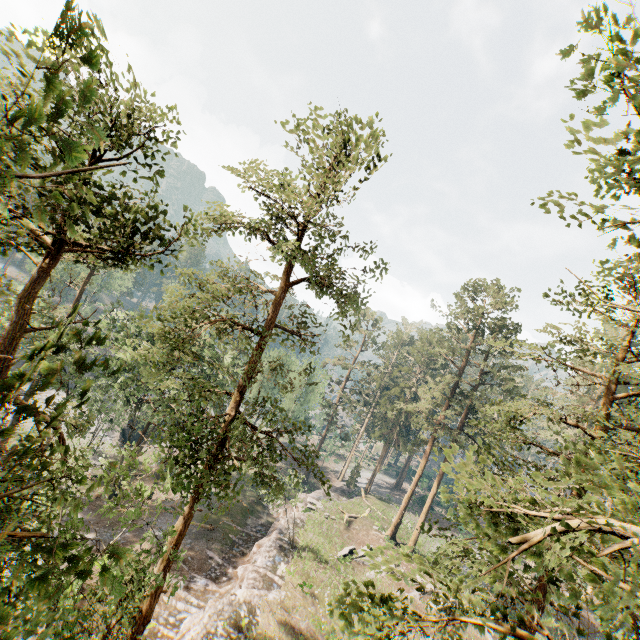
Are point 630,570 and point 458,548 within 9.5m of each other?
yes

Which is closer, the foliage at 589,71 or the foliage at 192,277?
the foliage at 589,71

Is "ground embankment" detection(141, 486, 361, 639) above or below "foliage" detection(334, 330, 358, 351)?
below

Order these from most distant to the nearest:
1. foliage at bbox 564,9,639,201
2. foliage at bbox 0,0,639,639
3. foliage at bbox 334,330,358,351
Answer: foliage at bbox 334,330,358,351 < foliage at bbox 564,9,639,201 < foliage at bbox 0,0,639,639

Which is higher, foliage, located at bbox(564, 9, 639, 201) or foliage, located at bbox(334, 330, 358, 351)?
foliage, located at bbox(564, 9, 639, 201)

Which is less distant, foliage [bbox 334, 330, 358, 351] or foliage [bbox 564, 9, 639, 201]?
foliage [bbox 564, 9, 639, 201]

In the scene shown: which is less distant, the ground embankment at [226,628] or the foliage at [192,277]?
the foliage at [192,277]
